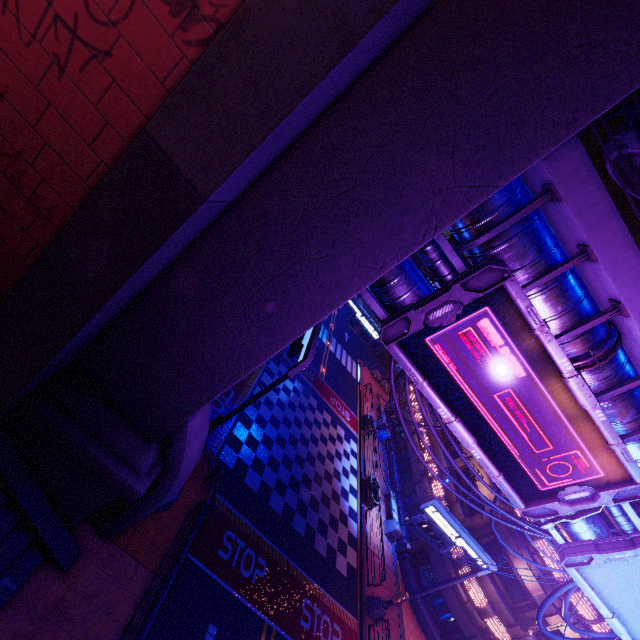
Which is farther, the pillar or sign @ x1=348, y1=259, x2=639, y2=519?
the pillar

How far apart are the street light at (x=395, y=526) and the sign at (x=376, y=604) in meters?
5.0 m

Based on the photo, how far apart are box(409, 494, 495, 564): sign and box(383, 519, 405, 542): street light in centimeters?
503cm

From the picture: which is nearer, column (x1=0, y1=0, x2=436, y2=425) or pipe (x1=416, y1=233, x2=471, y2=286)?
column (x1=0, y1=0, x2=436, y2=425)

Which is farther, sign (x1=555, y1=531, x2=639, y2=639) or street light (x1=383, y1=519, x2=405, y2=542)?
street light (x1=383, y1=519, x2=405, y2=542)

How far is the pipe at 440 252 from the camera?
7.48m

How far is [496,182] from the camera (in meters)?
5.23
